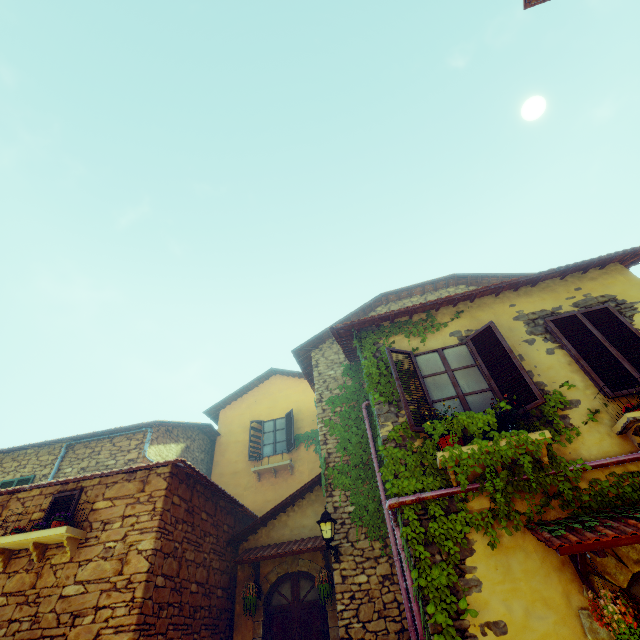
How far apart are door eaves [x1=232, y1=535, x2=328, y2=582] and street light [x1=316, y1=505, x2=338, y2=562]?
0.39m

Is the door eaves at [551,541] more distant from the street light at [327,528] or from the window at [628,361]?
the street light at [327,528]

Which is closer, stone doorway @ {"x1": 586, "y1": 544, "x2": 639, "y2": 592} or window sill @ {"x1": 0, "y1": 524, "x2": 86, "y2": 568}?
stone doorway @ {"x1": 586, "y1": 544, "x2": 639, "y2": 592}

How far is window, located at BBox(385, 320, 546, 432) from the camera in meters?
5.0 m

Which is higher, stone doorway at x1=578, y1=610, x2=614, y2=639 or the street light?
the street light

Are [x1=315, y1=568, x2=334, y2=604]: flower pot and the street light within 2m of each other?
yes

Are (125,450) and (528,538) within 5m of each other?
no

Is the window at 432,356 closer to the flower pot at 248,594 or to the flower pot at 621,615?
the flower pot at 621,615
